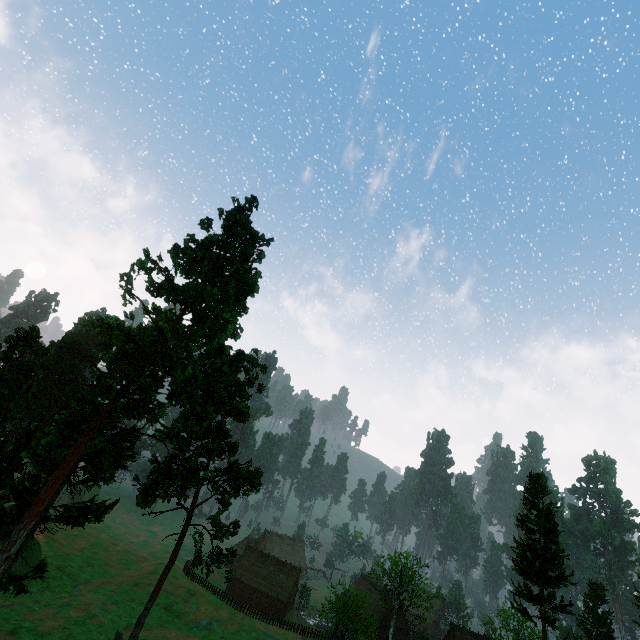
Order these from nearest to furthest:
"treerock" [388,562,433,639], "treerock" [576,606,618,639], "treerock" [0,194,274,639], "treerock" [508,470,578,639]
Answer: "treerock" [0,194,274,639] < "treerock" [508,470,578,639] < "treerock" [388,562,433,639] < "treerock" [576,606,618,639]

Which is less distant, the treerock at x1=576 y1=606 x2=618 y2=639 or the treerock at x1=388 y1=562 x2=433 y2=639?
the treerock at x1=388 y1=562 x2=433 y2=639

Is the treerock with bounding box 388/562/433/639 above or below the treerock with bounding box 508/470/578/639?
below

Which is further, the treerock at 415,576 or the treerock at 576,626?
the treerock at 576,626

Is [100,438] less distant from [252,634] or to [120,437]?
[120,437]
